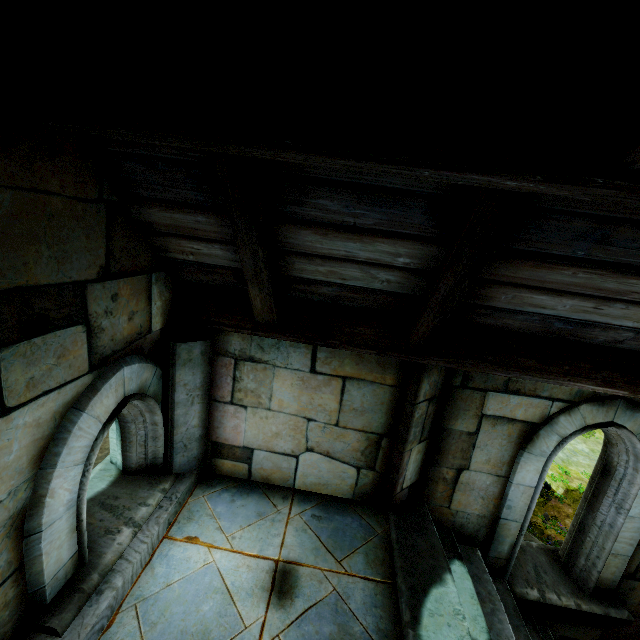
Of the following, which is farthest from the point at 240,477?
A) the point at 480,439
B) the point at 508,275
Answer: the point at 508,275
